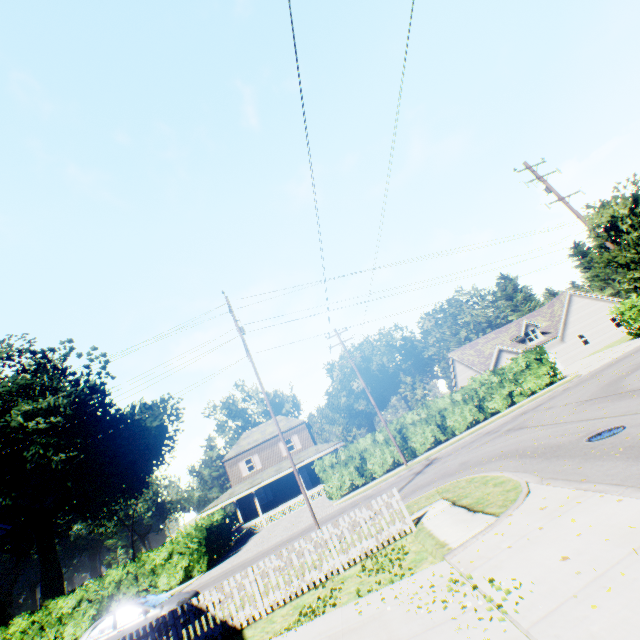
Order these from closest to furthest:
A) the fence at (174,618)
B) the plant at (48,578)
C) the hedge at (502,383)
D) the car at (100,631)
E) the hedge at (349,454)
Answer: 1. the fence at (174,618)
2. the car at (100,631)
3. the hedge at (349,454)
4. the hedge at (502,383)
5. the plant at (48,578)

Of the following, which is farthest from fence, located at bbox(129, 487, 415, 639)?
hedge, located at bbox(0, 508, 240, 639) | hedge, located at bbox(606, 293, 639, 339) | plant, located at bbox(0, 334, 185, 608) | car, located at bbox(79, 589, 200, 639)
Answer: plant, located at bbox(0, 334, 185, 608)

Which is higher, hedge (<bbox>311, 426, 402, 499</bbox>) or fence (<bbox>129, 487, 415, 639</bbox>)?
hedge (<bbox>311, 426, 402, 499</bbox>)

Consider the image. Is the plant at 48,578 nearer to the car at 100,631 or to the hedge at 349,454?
the car at 100,631

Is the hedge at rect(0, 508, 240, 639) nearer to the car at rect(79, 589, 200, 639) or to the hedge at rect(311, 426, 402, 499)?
the hedge at rect(311, 426, 402, 499)

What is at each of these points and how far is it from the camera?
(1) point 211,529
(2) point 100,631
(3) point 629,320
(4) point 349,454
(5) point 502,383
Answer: (1) hedge, 27.8 meters
(2) car, 11.8 meters
(3) hedge, 29.3 meters
(4) hedge, 25.4 meters
(5) hedge, 27.2 meters

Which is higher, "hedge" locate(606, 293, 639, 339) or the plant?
the plant

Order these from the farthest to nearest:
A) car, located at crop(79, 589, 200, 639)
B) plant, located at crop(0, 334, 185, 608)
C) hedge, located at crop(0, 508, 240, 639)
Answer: plant, located at crop(0, 334, 185, 608) < hedge, located at crop(0, 508, 240, 639) < car, located at crop(79, 589, 200, 639)
